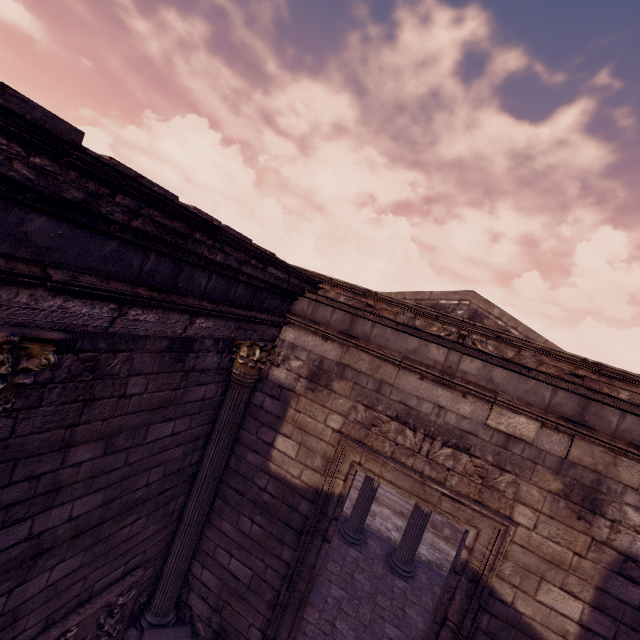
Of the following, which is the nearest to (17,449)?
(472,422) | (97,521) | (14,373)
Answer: (14,373)

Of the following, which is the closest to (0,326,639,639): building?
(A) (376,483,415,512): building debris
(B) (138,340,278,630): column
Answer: (B) (138,340,278,630): column

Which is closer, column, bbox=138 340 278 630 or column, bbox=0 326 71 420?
column, bbox=0 326 71 420

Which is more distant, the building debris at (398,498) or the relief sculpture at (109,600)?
the building debris at (398,498)

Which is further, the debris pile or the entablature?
the debris pile

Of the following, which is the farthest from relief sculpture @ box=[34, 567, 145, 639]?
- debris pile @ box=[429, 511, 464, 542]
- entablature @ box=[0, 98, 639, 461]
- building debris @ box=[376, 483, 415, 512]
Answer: debris pile @ box=[429, 511, 464, 542]

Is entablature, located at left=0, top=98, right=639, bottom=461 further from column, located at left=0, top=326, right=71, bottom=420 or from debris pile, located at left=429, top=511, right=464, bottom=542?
debris pile, located at left=429, top=511, right=464, bottom=542

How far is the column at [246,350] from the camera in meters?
4.9
